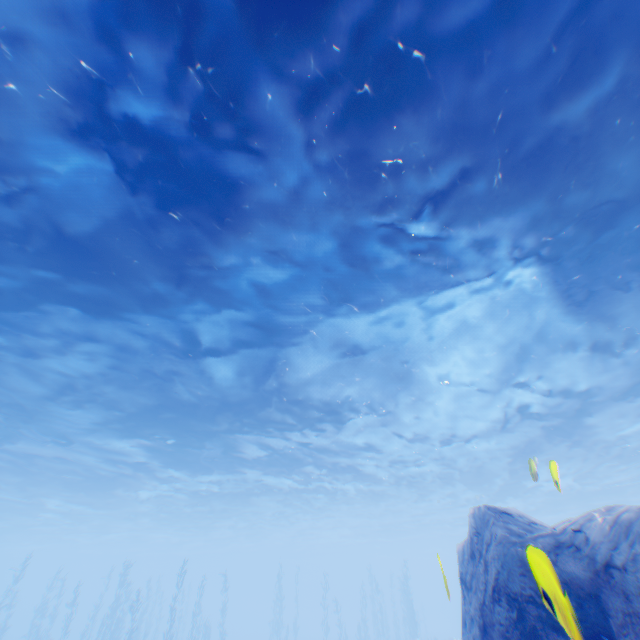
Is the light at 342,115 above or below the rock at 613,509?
above

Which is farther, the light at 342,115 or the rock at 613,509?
the light at 342,115

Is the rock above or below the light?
below

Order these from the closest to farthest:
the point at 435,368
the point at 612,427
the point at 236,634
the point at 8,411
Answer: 1. the point at 435,368
2. the point at 8,411
3. the point at 612,427
4. the point at 236,634

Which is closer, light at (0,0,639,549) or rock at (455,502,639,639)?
rock at (455,502,639,639)
